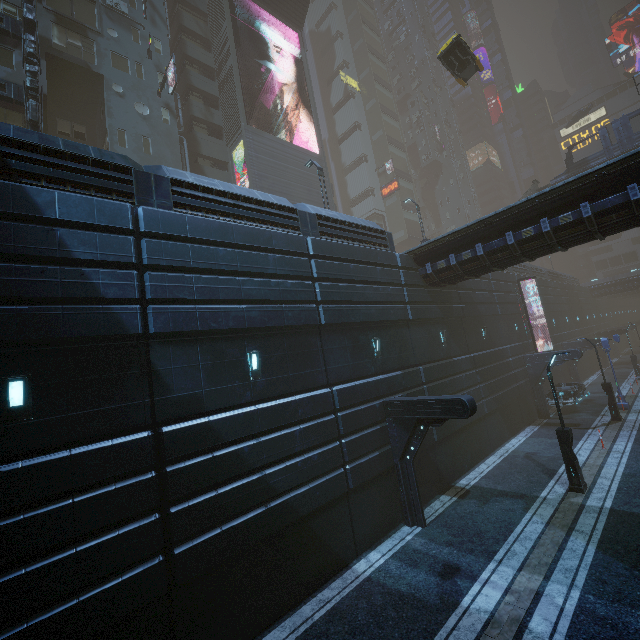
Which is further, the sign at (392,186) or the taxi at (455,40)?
the sign at (392,186)

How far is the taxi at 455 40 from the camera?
20.67m

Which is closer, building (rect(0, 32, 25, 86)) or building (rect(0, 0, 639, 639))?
building (rect(0, 0, 639, 639))

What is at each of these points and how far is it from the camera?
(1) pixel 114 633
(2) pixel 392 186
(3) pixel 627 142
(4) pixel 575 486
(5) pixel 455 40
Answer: (1) building, 6.7m
(2) sign, 52.2m
(3) bridge, 28.8m
(4) street light, 13.0m
(5) taxi, 20.4m

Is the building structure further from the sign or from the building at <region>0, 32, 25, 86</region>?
the sign

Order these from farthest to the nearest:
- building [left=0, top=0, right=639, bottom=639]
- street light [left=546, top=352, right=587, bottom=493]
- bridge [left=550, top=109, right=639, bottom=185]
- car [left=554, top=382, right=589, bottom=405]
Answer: bridge [left=550, top=109, right=639, bottom=185], car [left=554, top=382, right=589, bottom=405], street light [left=546, top=352, right=587, bottom=493], building [left=0, top=0, right=639, bottom=639]

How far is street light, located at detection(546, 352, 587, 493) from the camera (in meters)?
13.02

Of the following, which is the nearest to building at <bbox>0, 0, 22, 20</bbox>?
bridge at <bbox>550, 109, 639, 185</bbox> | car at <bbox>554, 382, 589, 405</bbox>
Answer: car at <bbox>554, 382, 589, 405</bbox>
